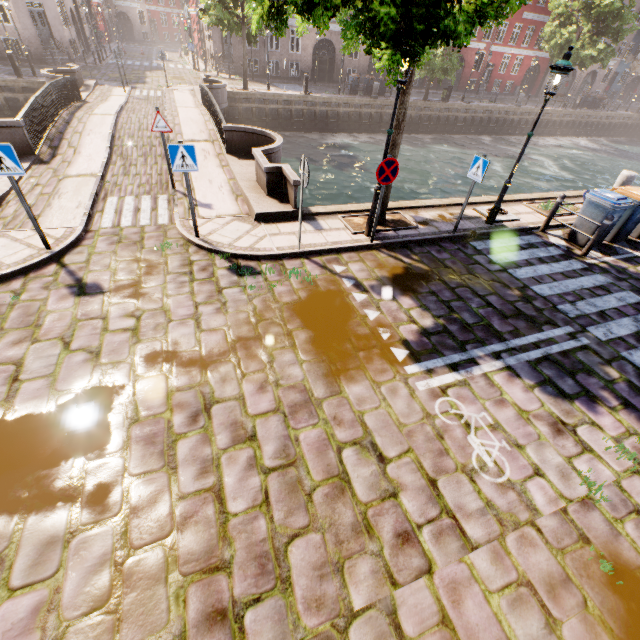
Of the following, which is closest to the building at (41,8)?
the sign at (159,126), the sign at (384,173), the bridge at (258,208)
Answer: the bridge at (258,208)

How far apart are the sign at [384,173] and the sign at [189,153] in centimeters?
361cm

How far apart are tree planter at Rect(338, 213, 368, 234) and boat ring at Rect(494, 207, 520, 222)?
2.66m

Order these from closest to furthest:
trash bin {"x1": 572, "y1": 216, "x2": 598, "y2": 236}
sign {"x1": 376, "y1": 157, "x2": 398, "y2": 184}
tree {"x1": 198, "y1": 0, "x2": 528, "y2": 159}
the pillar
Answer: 1. tree {"x1": 198, "y1": 0, "x2": 528, "y2": 159}
2. sign {"x1": 376, "y1": 157, "x2": 398, "y2": 184}
3. trash bin {"x1": 572, "y1": 216, "x2": 598, "y2": 236}
4. the pillar

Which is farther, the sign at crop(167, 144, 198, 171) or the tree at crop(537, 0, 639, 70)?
the tree at crop(537, 0, 639, 70)

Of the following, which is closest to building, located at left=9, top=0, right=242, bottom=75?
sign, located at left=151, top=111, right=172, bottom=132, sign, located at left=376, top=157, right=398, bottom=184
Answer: sign, located at left=151, top=111, right=172, bottom=132

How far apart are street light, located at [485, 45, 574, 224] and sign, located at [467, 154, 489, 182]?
1.6 meters

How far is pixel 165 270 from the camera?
6.5m
